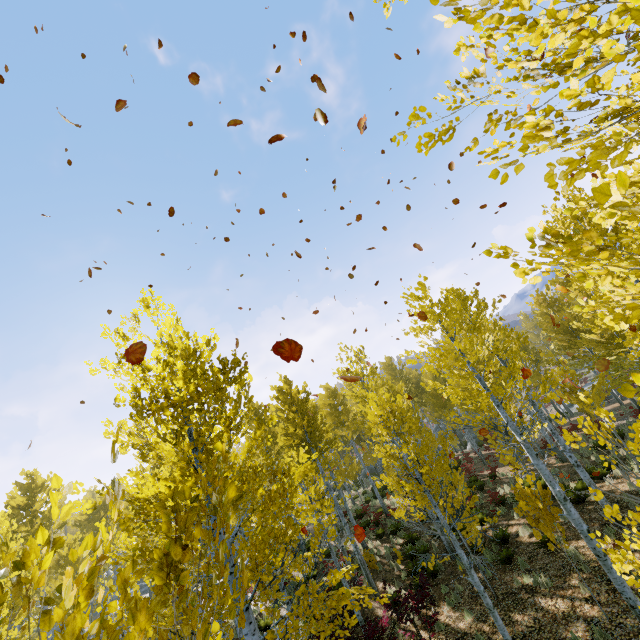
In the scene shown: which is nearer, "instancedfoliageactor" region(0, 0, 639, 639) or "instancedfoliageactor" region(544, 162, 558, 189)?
"instancedfoliageactor" region(0, 0, 639, 639)

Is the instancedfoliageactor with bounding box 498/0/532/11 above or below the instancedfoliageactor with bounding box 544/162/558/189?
above

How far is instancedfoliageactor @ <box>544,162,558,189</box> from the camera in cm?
214

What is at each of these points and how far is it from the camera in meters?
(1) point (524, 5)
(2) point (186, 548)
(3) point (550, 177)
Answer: (1) instancedfoliageactor, 1.9 m
(2) instancedfoliageactor, 1.4 m
(3) instancedfoliageactor, 2.1 m

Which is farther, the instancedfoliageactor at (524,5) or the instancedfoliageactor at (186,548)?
the instancedfoliageactor at (524,5)
